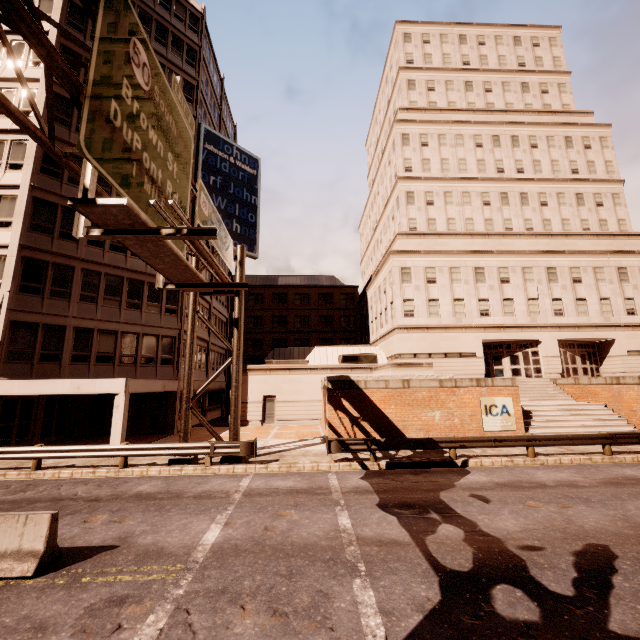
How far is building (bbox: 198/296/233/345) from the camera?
30.3 meters

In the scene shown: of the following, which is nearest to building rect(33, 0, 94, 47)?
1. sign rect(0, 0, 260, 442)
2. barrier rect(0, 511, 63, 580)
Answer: sign rect(0, 0, 260, 442)

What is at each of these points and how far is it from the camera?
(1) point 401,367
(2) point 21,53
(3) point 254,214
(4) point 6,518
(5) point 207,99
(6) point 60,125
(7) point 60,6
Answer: (1) planter, 18.5m
(2) building, 20.8m
(3) sign, 31.1m
(4) barrier, 6.2m
(5) building, 31.8m
(6) building, 20.5m
(7) building, 21.4m

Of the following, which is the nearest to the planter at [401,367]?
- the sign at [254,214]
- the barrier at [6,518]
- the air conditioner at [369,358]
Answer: the air conditioner at [369,358]

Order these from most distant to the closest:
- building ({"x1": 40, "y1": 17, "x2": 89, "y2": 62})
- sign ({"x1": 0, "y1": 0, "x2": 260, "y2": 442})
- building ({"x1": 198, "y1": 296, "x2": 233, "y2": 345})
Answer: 1. building ({"x1": 198, "y1": 296, "x2": 233, "y2": 345})
2. building ({"x1": 40, "y1": 17, "x2": 89, "y2": 62})
3. sign ({"x1": 0, "y1": 0, "x2": 260, "y2": 442})

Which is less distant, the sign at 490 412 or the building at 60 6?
the sign at 490 412

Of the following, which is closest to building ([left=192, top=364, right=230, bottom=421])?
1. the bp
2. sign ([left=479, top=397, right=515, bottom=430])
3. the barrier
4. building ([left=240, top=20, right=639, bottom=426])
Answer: building ([left=240, top=20, right=639, bottom=426])

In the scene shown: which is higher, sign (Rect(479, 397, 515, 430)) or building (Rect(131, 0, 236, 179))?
building (Rect(131, 0, 236, 179))
